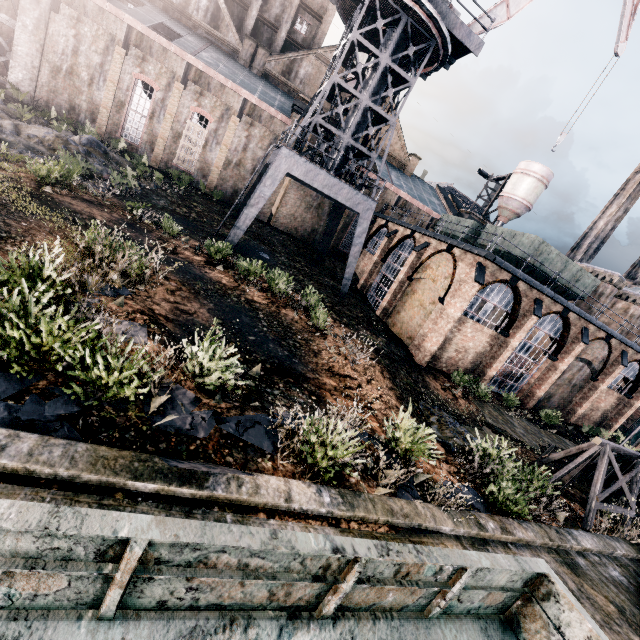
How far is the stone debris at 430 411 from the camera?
12.6 meters

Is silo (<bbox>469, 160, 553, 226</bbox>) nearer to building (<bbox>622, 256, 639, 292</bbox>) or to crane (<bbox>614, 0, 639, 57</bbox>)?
building (<bbox>622, 256, 639, 292</bbox>)

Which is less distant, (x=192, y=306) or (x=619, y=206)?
(x=192, y=306)

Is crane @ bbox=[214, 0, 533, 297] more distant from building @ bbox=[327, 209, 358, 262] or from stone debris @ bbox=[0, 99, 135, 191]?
stone debris @ bbox=[0, 99, 135, 191]

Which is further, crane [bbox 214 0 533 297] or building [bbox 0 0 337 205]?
building [bbox 0 0 337 205]

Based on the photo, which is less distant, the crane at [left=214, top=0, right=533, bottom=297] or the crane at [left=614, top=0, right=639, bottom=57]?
the crane at [left=214, top=0, right=533, bottom=297]

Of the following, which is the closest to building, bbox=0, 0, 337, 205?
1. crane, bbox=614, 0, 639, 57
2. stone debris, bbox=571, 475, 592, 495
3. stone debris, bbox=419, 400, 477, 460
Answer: crane, bbox=614, 0, 639, 57

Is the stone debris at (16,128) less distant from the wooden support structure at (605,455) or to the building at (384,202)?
the building at (384,202)
